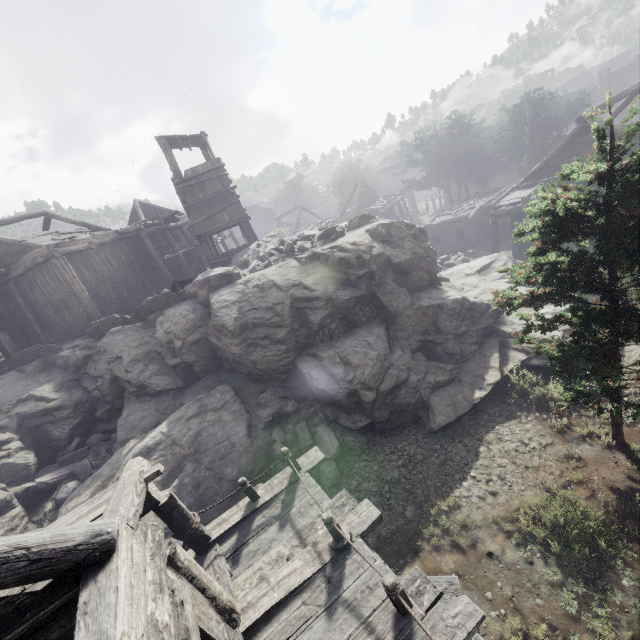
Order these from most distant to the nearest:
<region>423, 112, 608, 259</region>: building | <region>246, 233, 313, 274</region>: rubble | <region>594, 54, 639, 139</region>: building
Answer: <region>423, 112, 608, 259</region>: building < <region>594, 54, 639, 139</region>: building < <region>246, 233, 313, 274</region>: rubble

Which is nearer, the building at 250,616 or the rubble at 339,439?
the building at 250,616

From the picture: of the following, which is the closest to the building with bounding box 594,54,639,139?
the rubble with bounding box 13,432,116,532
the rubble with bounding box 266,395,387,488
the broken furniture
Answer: the broken furniture

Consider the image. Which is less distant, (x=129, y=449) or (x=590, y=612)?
(x=590, y=612)

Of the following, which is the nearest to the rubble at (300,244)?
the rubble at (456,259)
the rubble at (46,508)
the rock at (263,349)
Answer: the rock at (263,349)

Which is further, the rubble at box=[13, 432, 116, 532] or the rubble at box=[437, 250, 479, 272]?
the rubble at box=[437, 250, 479, 272]

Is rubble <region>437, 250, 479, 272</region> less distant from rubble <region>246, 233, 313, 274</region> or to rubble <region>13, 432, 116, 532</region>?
rubble <region>246, 233, 313, 274</region>

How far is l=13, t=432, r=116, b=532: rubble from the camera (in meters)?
12.53
